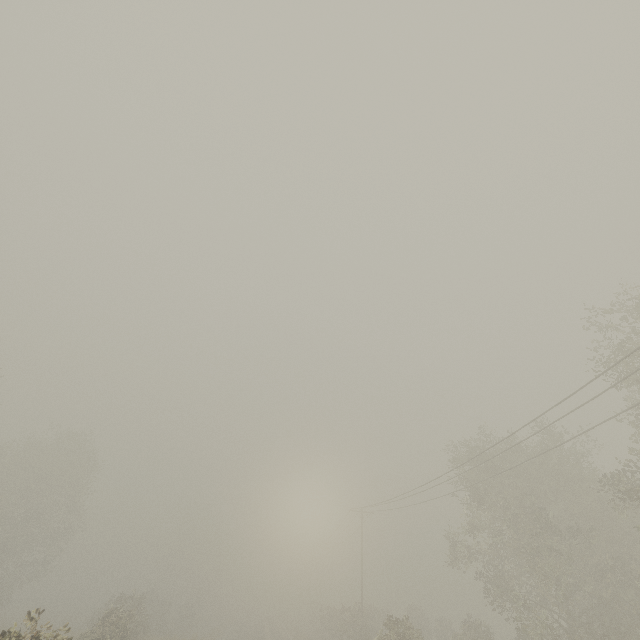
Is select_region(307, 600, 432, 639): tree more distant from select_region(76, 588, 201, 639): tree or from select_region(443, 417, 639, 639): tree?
select_region(443, 417, 639, 639): tree

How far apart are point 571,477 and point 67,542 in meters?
53.6 m

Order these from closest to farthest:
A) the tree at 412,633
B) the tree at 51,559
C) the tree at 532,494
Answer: the tree at 532,494
the tree at 412,633
the tree at 51,559

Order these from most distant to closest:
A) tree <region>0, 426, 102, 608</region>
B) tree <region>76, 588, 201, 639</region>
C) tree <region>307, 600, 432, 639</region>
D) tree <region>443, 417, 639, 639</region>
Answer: tree <region>0, 426, 102, 608</region>
tree <region>307, 600, 432, 639</region>
tree <region>76, 588, 201, 639</region>
tree <region>443, 417, 639, 639</region>

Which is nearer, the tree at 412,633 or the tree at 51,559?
the tree at 412,633

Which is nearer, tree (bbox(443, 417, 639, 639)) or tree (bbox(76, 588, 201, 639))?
tree (bbox(443, 417, 639, 639))

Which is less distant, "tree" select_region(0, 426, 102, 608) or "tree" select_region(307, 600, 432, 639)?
"tree" select_region(307, 600, 432, 639)
